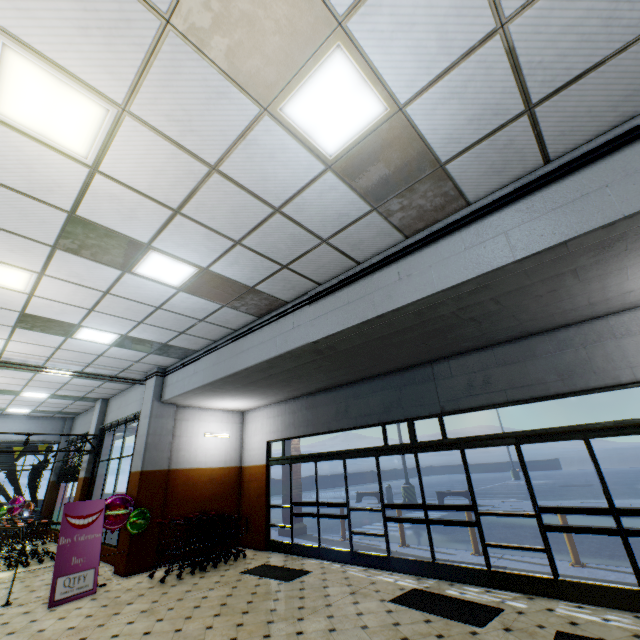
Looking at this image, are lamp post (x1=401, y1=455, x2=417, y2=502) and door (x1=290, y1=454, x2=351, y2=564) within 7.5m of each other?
no

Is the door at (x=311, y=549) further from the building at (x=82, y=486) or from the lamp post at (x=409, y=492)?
the lamp post at (x=409, y=492)

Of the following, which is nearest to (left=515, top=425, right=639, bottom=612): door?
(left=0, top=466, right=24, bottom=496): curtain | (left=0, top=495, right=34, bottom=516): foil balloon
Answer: (left=0, top=495, right=34, bottom=516): foil balloon

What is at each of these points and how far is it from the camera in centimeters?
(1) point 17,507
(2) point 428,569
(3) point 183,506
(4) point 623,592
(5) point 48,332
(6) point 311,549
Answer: (1) foil balloon, 1291cm
(2) door, 613cm
(3) building, 898cm
(4) door, 442cm
(5) building, 691cm
(6) door, 804cm

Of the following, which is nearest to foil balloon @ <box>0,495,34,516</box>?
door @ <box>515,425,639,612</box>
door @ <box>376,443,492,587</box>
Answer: door @ <box>376,443,492,587</box>

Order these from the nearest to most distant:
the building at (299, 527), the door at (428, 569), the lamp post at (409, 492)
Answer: the door at (428, 569) → the building at (299, 527) → the lamp post at (409, 492)

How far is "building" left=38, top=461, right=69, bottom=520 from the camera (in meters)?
13.87
